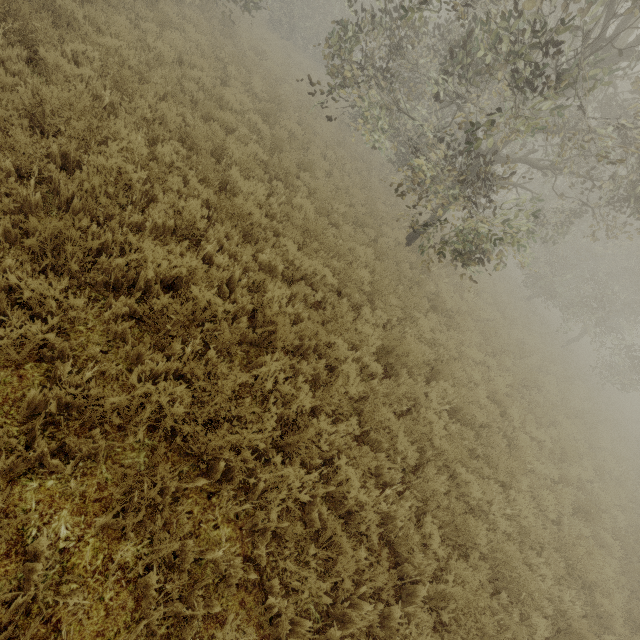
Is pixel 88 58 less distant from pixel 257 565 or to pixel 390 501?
pixel 257 565
